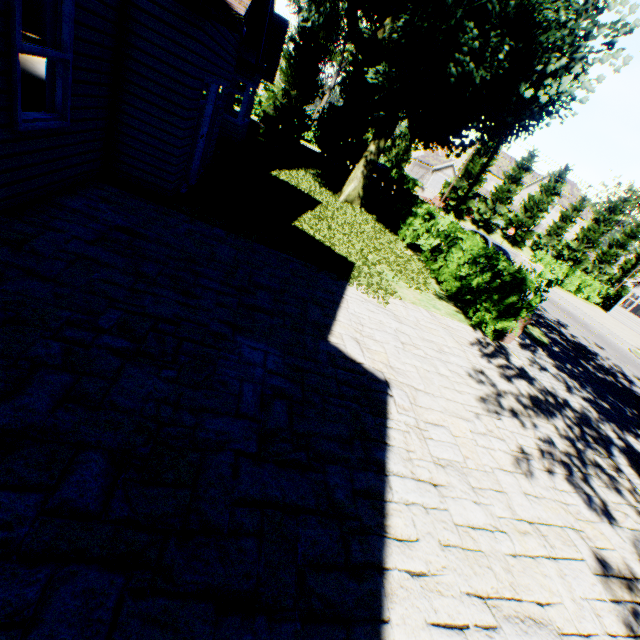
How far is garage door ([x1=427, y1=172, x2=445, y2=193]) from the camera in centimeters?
5698cm

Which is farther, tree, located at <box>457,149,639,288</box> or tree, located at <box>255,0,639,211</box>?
tree, located at <box>457,149,639,288</box>

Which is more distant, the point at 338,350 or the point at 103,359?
the point at 338,350

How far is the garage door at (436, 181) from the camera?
57.0m

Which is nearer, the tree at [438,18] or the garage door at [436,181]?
the tree at [438,18]

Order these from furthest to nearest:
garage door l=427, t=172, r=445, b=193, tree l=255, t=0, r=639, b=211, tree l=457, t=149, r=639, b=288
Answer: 1. garage door l=427, t=172, r=445, b=193
2. tree l=457, t=149, r=639, b=288
3. tree l=255, t=0, r=639, b=211

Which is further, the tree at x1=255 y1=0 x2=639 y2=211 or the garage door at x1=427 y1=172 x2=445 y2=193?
the garage door at x1=427 y1=172 x2=445 y2=193
